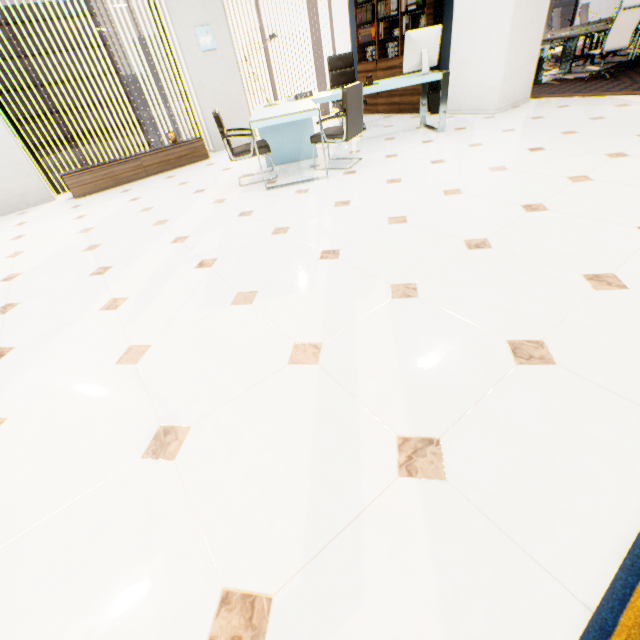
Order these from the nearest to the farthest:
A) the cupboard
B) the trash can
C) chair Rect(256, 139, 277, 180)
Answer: chair Rect(256, 139, 277, 180), the cupboard, the trash can

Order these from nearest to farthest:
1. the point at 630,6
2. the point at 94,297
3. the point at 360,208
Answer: the point at 94,297
the point at 360,208
the point at 630,6

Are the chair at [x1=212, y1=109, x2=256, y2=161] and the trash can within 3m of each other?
no

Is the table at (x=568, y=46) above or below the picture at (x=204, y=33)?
below

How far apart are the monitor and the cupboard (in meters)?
3.71

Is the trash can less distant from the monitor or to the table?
the monitor

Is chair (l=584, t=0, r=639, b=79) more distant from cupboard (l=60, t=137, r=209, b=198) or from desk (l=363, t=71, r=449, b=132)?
cupboard (l=60, t=137, r=209, b=198)

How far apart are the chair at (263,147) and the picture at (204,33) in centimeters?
283cm
